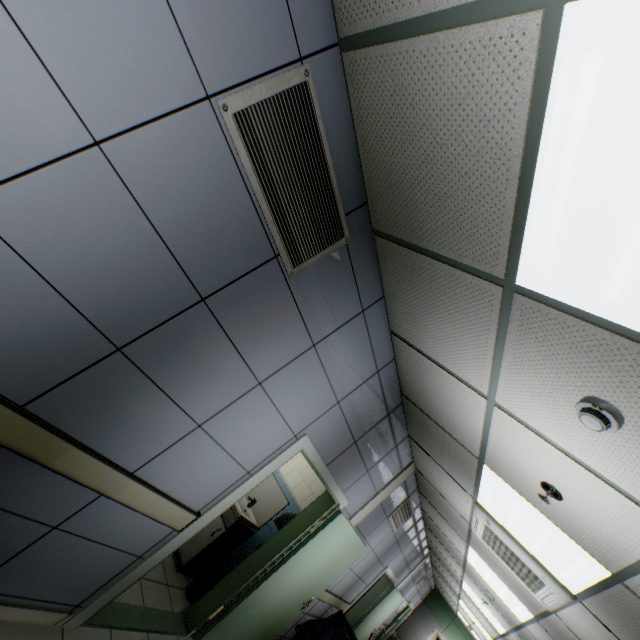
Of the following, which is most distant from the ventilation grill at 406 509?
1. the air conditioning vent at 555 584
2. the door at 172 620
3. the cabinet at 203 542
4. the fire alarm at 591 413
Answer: the fire alarm at 591 413

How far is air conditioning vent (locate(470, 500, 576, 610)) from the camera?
2.9 meters

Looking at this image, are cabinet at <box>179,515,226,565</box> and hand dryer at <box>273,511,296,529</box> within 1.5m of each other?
yes

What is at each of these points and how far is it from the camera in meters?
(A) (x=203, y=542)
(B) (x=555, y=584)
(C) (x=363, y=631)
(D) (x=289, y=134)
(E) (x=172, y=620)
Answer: (A) cabinet, 4.1
(B) air conditioning vent, 2.9
(C) door, 8.0
(D) ventilation grill, 1.6
(E) door, 3.4

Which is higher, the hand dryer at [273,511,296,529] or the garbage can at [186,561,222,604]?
the hand dryer at [273,511,296,529]

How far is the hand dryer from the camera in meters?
4.1 m

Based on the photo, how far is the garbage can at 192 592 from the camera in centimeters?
388cm

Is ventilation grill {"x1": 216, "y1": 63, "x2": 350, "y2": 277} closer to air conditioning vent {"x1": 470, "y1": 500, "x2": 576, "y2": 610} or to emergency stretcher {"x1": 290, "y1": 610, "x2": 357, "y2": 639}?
air conditioning vent {"x1": 470, "y1": 500, "x2": 576, "y2": 610}
